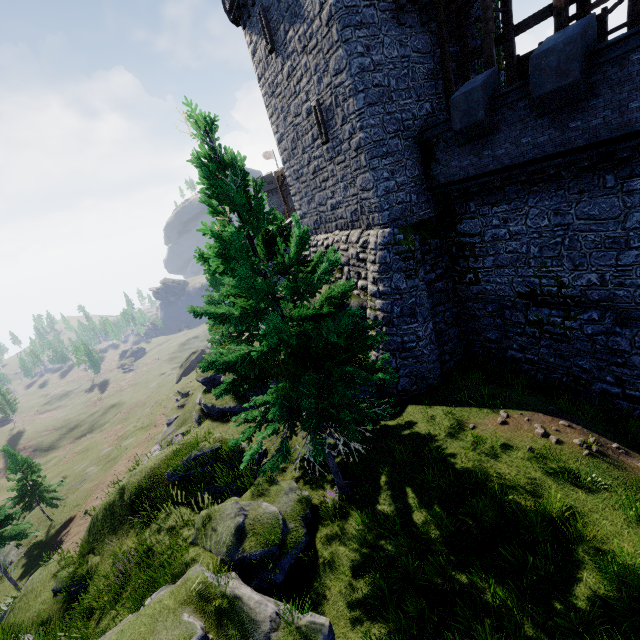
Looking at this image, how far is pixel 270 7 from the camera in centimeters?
1641cm

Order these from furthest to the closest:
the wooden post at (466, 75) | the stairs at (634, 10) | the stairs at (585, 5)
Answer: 1. the wooden post at (466, 75)
2. the stairs at (585, 5)
3. the stairs at (634, 10)

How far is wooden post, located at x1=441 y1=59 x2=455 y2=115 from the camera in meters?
14.7 m

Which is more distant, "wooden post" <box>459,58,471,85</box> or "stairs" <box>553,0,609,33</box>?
"wooden post" <box>459,58,471,85</box>

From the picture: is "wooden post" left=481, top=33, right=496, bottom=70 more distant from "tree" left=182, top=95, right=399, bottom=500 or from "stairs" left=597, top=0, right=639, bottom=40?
"tree" left=182, top=95, right=399, bottom=500

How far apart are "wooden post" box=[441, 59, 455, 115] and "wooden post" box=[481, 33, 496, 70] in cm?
155

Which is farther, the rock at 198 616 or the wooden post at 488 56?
the wooden post at 488 56

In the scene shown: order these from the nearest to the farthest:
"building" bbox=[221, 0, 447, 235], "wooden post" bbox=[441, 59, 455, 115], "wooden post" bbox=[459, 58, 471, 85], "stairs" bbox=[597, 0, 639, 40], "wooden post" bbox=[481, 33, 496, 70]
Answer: "stairs" bbox=[597, 0, 639, 40] → "wooden post" bbox=[481, 33, 496, 70] → "building" bbox=[221, 0, 447, 235] → "wooden post" bbox=[441, 59, 455, 115] → "wooden post" bbox=[459, 58, 471, 85]
